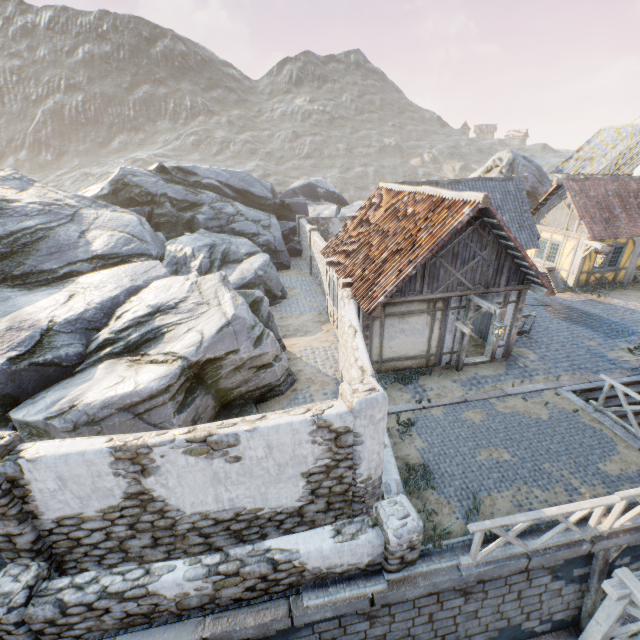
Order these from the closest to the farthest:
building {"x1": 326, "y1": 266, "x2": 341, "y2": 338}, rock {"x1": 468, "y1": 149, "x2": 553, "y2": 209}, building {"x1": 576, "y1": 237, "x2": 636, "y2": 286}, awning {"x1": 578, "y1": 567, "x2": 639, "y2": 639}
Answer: awning {"x1": 578, "y1": 567, "x2": 639, "y2": 639} → building {"x1": 326, "y1": 266, "x2": 341, "y2": 338} → building {"x1": 576, "y1": 237, "x2": 636, "y2": 286} → rock {"x1": 468, "y1": 149, "x2": 553, "y2": 209}

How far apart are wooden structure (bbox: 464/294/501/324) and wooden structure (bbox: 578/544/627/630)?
5.5 meters

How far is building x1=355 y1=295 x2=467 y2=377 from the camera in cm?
1045

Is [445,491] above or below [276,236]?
below

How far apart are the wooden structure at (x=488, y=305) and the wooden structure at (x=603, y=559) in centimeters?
546cm

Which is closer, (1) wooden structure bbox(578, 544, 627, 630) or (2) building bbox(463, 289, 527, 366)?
(1) wooden structure bbox(578, 544, 627, 630)

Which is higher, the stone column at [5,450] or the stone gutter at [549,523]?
the stone column at [5,450]

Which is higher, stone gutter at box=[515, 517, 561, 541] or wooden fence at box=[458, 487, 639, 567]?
wooden fence at box=[458, 487, 639, 567]
